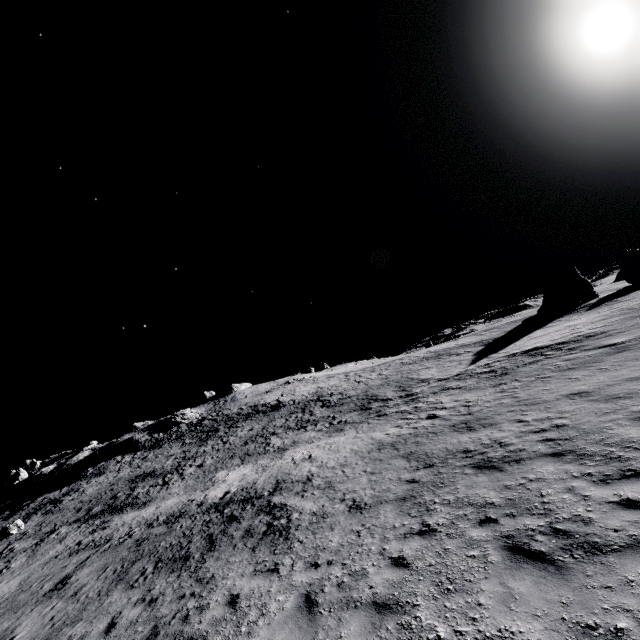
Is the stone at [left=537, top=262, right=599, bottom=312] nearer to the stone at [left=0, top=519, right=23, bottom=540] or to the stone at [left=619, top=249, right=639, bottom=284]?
the stone at [left=619, top=249, right=639, bottom=284]

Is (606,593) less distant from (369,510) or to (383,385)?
(369,510)

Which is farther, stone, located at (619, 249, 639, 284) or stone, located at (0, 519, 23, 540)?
stone, located at (619, 249, 639, 284)

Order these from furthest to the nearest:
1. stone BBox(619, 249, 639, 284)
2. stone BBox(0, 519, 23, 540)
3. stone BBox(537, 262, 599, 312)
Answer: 1. stone BBox(619, 249, 639, 284)
2. stone BBox(537, 262, 599, 312)
3. stone BBox(0, 519, 23, 540)

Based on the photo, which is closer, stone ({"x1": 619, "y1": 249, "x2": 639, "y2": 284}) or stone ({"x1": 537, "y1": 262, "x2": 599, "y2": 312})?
stone ({"x1": 537, "y1": 262, "x2": 599, "y2": 312})

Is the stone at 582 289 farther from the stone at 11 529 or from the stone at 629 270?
the stone at 11 529

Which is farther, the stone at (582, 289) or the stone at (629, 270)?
the stone at (629, 270)

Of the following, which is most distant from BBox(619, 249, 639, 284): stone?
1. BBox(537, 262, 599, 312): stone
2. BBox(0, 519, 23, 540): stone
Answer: BBox(0, 519, 23, 540): stone
